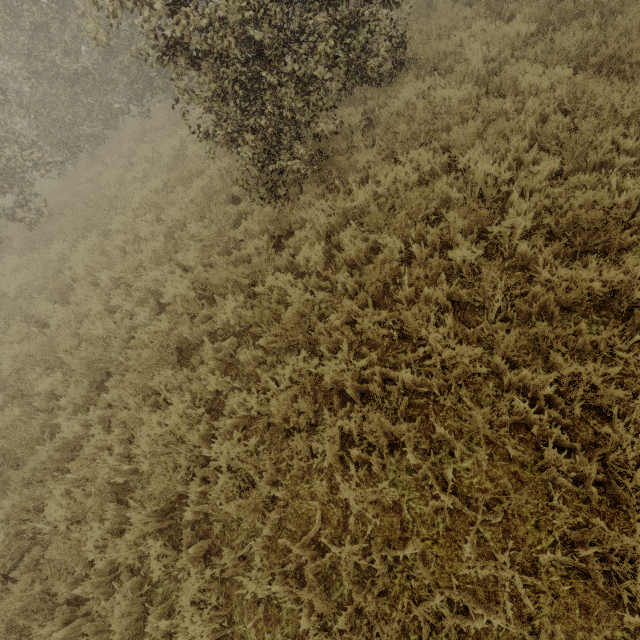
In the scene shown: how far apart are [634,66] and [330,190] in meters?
4.8 m
